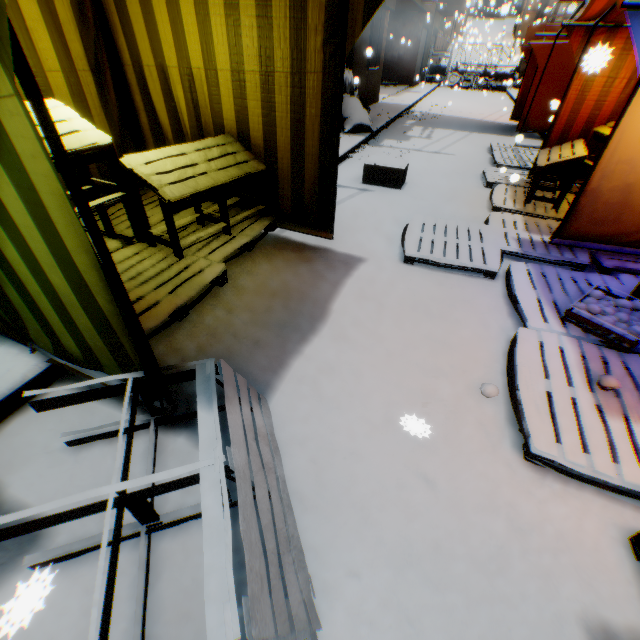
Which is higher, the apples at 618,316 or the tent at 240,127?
the tent at 240,127

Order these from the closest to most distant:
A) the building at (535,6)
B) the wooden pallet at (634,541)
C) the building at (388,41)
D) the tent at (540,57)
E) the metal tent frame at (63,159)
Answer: the metal tent frame at (63,159) → the wooden pallet at (634,541) → the tent at (540,57) → the building at (388,41) → the building at (535,6)

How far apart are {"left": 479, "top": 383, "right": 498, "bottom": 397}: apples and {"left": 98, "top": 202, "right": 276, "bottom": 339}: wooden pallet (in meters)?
2.26

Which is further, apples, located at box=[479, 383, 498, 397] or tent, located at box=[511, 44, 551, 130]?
tent, located at box=[511, 44, 551, 130]

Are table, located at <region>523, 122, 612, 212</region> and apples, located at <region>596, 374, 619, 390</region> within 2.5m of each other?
no

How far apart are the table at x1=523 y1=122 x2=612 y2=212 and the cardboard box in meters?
1.9 m

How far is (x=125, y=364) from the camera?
1.84m

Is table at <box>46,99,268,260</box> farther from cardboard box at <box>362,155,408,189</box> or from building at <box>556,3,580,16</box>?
cardboard box at <box>362,155,408,189</box>
